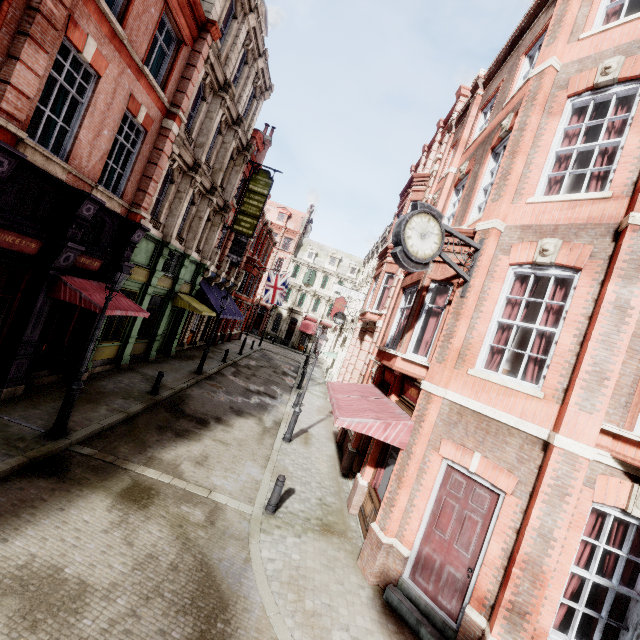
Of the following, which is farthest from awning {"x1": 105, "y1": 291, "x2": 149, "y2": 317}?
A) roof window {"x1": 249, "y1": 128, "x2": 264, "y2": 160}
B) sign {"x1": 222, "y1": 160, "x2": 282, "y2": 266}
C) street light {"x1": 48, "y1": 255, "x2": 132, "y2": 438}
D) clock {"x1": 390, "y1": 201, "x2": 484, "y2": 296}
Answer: roof window {"x1": 249, "y1": 128, "x2": 264, "y2": 160}

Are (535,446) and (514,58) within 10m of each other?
no

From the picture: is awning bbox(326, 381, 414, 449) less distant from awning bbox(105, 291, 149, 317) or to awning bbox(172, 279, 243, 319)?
awning bbox(105, 291, 149, 317)

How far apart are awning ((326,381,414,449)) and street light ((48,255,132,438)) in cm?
641

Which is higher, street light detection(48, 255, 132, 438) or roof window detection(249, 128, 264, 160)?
roof window detection(249, 128, 264, 160)

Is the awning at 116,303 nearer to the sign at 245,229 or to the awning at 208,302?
the awning at 208,302

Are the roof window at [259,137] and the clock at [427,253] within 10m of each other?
no

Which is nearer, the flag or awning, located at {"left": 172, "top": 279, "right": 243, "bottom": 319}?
awning, located at {"left": 172, "top": 279, "right": 243, "bottom": 319}
